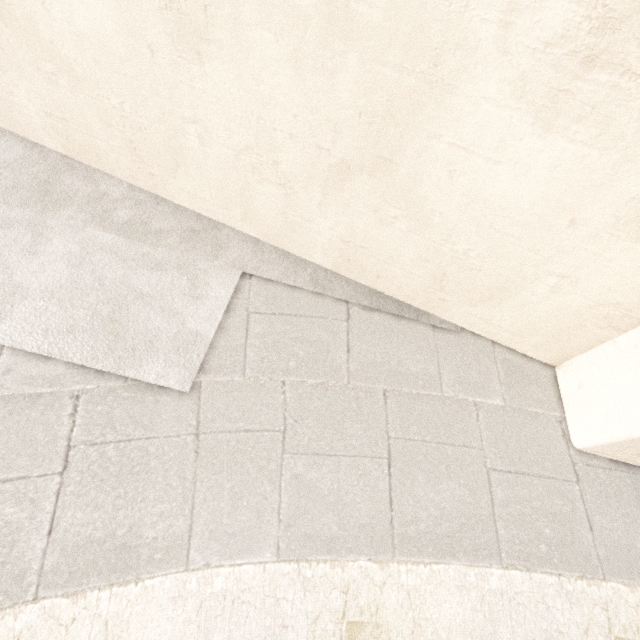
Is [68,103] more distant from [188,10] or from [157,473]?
[157,473]
